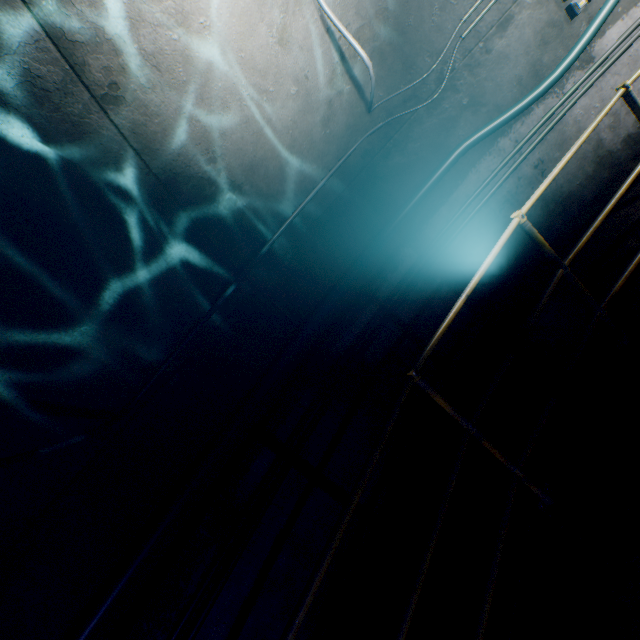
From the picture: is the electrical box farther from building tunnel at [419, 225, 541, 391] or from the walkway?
the walkway

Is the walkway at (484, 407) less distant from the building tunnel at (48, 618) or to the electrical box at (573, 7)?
the building tunnel at (48, 618)

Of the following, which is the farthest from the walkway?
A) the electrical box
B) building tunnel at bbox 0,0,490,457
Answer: the electrical box

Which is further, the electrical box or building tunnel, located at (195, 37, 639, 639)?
the electrical box

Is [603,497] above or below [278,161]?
below

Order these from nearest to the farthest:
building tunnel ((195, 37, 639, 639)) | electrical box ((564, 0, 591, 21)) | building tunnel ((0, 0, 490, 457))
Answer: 1. building tunnel ((0, 0, 490, 457))
2. building tunnel ((195, 37, 639, 639))
3. electrical box ((564, 0, 591, 21))

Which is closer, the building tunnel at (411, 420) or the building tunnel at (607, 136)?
the building tunnel at (411, 420)
